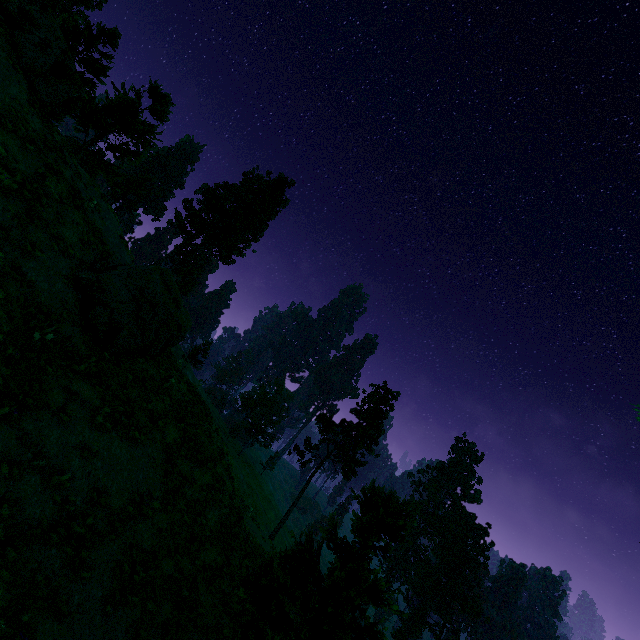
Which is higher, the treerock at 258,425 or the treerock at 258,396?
the treerock at 258,396

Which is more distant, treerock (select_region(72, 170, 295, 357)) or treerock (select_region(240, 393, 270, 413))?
treerock (select_region(240, 393, 270, 413))

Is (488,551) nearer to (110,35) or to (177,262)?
(177,262)

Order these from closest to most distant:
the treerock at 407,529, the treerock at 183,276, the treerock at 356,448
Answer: the treerock at 407,529 → the treerock at 183,276 → the treerock at 356,448

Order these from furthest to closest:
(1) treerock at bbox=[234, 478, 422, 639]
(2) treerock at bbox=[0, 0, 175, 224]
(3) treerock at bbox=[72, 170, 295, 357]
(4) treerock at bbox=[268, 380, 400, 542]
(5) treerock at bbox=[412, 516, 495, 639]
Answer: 1. (5) treerock at bbox=[412, 516, 495, 639]
2. (4) treerock at bbox=[268, 380, 400, 542]
3. (2) treerock at bbox=[0, 0, 175, 224]
4. (3) treerock at bbox=[72, 170, 295, 357]
5. (1) treerock at bbox=[234, 478, 422, 639]

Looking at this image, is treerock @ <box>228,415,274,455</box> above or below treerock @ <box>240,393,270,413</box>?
below
